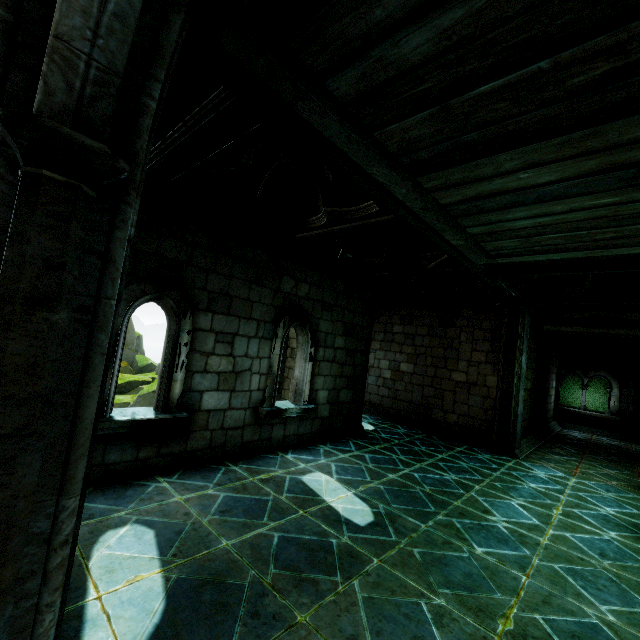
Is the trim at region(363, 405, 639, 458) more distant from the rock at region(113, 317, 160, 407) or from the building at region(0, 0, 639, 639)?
the rock at region(113, 317, 160, 407)

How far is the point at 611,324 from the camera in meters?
11.4

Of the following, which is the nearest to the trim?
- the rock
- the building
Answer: the building

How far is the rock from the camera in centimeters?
1275cm

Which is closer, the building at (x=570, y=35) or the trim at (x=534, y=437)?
the building at (x=570, y=35)

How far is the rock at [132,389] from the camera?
12.8 meters

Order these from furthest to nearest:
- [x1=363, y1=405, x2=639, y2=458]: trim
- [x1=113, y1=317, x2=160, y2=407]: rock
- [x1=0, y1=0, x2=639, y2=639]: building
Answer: [x1=113, y1=317, x2=160, y2=407]: rock → [x1=363, y1=405, x2=639, y2=458]: trim → [x1=0, y1=0, x2=639, y2=639]: building
